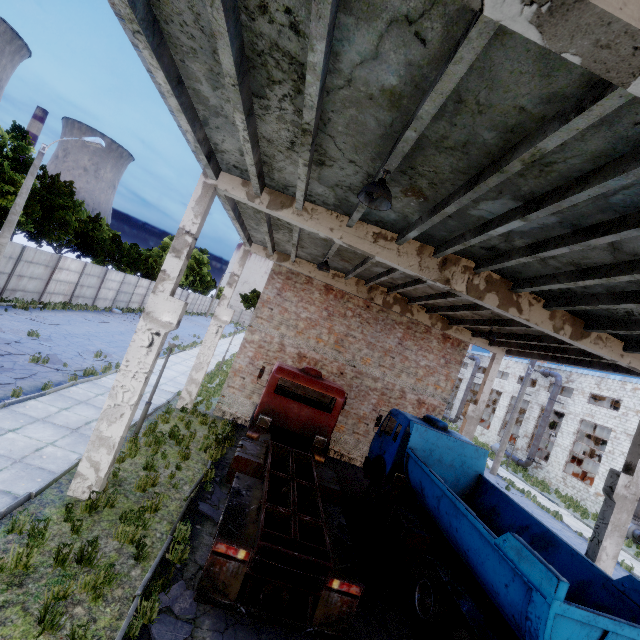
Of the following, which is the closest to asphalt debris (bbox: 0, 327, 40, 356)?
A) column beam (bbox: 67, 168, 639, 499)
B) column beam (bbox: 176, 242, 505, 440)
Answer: column beam (bbox: 176, 242, 505, 440)

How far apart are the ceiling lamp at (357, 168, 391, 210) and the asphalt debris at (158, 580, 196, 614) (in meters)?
7.35

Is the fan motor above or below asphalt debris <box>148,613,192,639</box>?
above

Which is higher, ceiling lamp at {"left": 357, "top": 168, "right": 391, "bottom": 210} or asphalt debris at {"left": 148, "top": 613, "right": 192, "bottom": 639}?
ceiling lamp at {"left": 357, "top": 168, "right": 391, "bottom": 210}

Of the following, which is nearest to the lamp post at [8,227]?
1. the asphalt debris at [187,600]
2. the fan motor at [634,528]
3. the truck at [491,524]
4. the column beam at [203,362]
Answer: the column beam at [203,362]

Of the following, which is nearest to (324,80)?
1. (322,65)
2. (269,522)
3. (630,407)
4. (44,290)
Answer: (322,65)

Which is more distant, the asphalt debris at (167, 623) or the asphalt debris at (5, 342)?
the asphalt debris at (5, 342)

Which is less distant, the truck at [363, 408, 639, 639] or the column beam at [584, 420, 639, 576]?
the truck at [363, 408, 639, 639]
